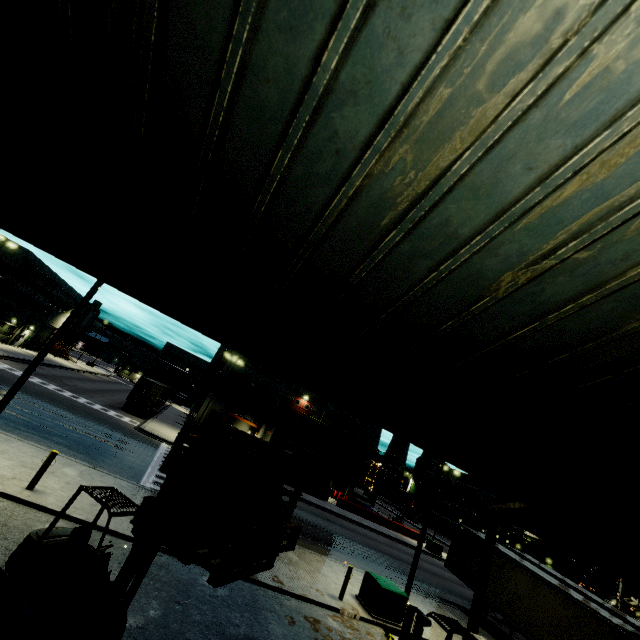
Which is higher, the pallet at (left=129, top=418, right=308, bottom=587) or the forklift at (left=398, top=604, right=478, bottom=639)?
the pallet at (left=129, top=418, right=308, bottom=587)

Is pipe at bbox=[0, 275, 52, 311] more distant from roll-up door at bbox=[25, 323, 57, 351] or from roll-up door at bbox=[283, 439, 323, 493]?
roll-up door at bbox=[25, 323, 57, 351]

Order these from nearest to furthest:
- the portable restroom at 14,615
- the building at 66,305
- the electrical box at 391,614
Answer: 1. the portable restroom at 14,615
2. the electrical box at 391,614
3. the building at 66,305

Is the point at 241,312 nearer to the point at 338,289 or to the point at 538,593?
the point at 338,289

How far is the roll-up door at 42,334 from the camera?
49.7 meters

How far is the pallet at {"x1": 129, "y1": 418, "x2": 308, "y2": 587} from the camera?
4.8 meters

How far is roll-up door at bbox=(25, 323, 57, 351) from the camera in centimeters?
4974cm

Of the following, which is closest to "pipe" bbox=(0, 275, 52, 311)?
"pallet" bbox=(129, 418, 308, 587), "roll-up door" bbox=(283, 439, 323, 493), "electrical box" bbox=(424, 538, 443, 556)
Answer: "roll-up door" bbox=(283, 439, 323, 493)
